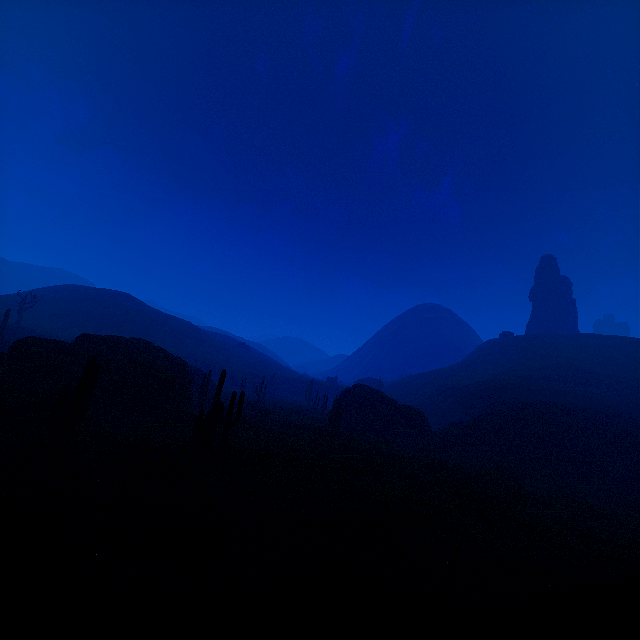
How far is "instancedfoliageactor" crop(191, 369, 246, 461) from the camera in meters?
13.4 m

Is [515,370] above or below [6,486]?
above

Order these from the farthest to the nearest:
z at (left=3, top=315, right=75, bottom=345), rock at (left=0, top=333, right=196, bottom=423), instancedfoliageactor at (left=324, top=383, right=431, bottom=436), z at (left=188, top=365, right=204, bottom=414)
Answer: z at (left=3, top=315, right=75, bottom=345)
instancedfoliageactor at (left=324, top=383, right=431, bottom=436)
z at (left=188, top=365, right=204, bottom=414)
rock at (left=0, top=333, right=196, bottom=423)

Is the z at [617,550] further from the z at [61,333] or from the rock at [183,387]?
the z at [61,333]

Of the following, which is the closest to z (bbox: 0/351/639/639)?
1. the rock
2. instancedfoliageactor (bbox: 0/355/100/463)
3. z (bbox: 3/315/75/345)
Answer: instancedfoliageactor (bbox: 0/355/100/463)

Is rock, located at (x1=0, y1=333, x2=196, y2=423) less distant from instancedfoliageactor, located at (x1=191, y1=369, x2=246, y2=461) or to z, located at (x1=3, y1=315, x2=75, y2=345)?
instancedfoliageactor, located at (x1=191, y1=369, x2=246, y2=461)

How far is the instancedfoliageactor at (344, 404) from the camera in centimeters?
3369cm

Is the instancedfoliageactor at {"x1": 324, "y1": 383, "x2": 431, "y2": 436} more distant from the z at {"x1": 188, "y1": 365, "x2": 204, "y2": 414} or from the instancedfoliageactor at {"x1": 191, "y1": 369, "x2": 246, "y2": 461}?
the instancedfoliageactor at {"x1": 191, "y1": 369, "x2": 246, "y2": 461}
